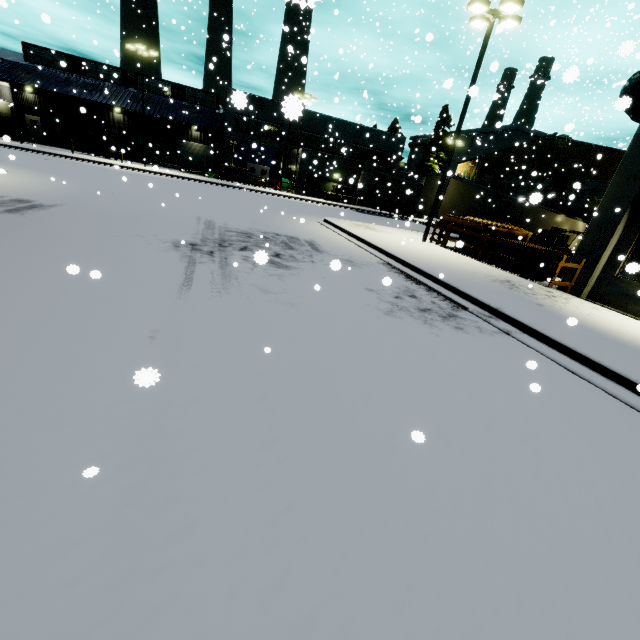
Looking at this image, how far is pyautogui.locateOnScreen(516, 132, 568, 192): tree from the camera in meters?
29.5

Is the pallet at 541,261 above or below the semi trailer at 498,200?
below

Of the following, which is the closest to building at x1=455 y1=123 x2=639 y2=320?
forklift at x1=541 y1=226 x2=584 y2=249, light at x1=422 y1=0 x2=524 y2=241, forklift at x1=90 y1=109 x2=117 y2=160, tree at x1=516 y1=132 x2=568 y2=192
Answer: tree at x1=516 y1=132 x2=568 y2=192

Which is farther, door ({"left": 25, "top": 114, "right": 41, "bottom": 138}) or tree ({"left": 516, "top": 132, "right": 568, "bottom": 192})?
door ({"left": 25, "top": 114, "right": 41, "bottom": 138})

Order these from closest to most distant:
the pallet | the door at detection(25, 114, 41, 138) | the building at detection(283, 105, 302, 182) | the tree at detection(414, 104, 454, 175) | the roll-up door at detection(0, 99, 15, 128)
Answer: the building at detection(283, 105, 302, 182), the pallet, the roll-up door at detection(0, 99, 15, 128), the door at detection(25, 114, 41, 138), the tree at detection(414, 104, 454, 175)

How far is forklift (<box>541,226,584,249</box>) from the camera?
14.19m

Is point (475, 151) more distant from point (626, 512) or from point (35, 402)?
point (35, 402)

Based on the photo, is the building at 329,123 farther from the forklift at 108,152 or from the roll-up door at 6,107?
the forklift at 108,152
